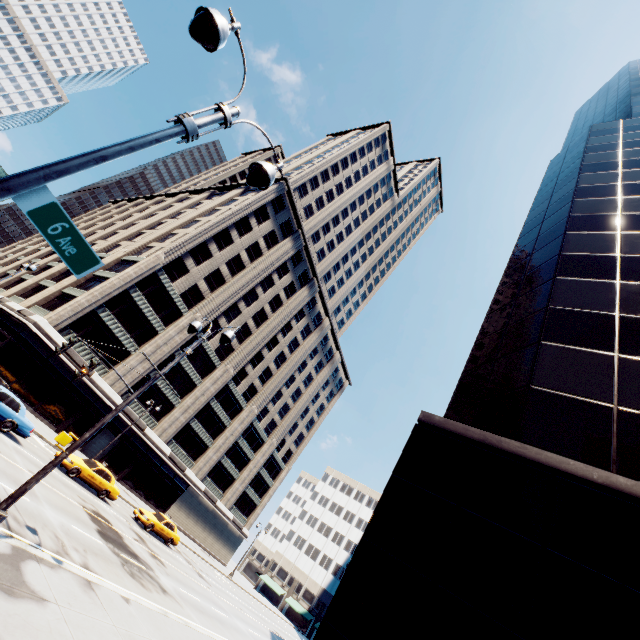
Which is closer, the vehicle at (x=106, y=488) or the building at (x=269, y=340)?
the vehicle at (x=106, y=488)

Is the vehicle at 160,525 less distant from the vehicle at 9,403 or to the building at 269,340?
the vehicle at 9,403

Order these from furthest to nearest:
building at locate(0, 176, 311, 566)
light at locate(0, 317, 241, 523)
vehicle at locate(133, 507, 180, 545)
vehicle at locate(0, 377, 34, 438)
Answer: building at locate(0, 176, 311, 566) < vehicle at locate(133, 507, 180, 545) < vehicle at locate(0, 377, 34, 438) < light at locate(0, 317, 241, 523)

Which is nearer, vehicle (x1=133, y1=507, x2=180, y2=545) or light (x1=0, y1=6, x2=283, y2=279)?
light (x1=0, y1=6, x2=283, y2=279)

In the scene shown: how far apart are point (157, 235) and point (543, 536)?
51.00m

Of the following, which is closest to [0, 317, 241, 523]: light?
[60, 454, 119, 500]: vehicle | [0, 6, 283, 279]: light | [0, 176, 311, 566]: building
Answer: [0, 6, 283, 279]: light

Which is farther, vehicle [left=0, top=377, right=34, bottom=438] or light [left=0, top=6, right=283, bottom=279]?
vehicle [left=0, top=377, right=34, bottom=438]

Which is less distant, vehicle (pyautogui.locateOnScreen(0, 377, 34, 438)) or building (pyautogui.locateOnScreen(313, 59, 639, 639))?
building (pyautogui.locateOnScreen(313, 59, 639, 639))
